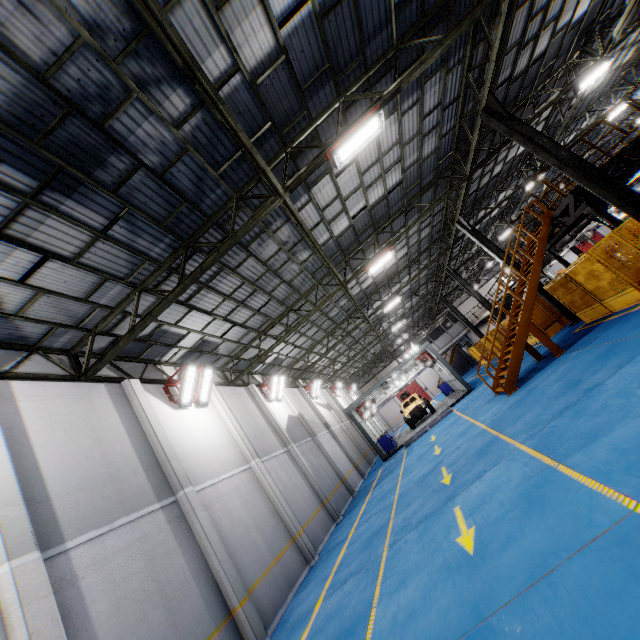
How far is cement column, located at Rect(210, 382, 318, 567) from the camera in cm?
1147

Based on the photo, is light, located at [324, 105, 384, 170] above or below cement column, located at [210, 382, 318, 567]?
above

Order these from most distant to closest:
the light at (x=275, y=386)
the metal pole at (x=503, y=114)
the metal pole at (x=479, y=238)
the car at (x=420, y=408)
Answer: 1. the car at (x=420, y=408)
2. the light at (x=275, y=386)
3. the metal pole at (x=479, y=238)
4. the metal pole at (x=503, y=114)

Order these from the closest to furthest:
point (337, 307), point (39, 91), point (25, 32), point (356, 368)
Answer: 1. point (25, 32)
2. point (39, 91)
3. point (337, 307)
4. point (356, 368)

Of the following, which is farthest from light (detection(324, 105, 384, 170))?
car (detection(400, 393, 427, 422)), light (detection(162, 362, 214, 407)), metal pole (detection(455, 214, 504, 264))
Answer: car (detection(400, 393, 427, 422))

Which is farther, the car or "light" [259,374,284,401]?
the car

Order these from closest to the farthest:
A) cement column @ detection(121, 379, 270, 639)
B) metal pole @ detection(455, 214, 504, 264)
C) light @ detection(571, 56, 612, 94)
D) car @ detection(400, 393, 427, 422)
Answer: cement column @ detection(121, 379, 270, 639) < light @ detection(571, 56, 612, 94) < metal pole @ detection(455, 214, 504, 264) < car @ detection(400, 393, 427, 422)

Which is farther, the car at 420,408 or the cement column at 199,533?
the car at 420,408
